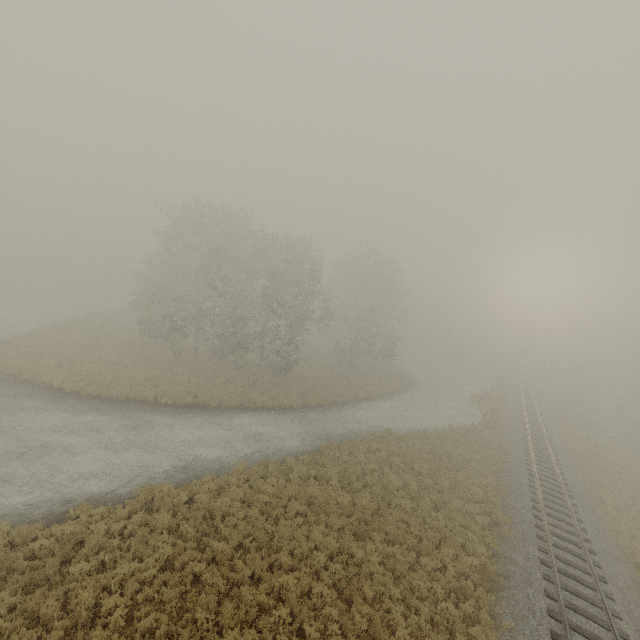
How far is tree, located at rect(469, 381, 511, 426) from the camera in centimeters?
3359cm

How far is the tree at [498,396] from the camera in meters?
33.6

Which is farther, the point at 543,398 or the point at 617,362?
the point at 617,362
